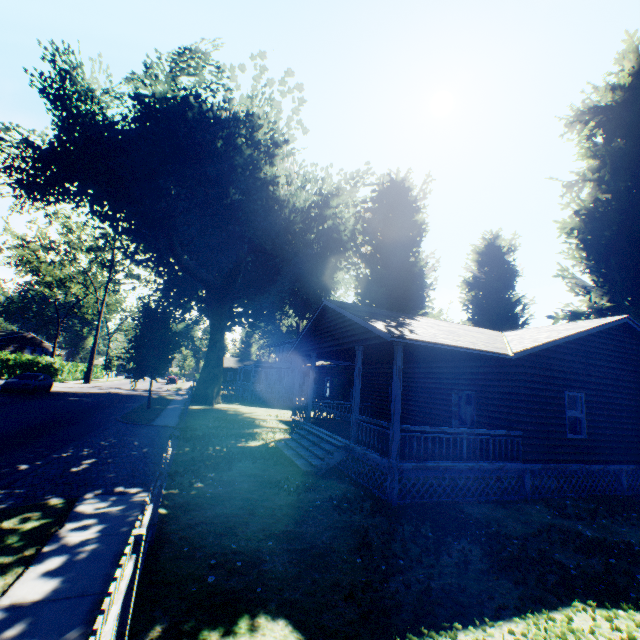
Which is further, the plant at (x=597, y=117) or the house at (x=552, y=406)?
the plant at (x=597, y=117)

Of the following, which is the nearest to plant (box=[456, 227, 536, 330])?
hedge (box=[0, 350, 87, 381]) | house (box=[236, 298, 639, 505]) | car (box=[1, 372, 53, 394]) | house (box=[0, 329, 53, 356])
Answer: house (box=[236, 298, 639, 505])

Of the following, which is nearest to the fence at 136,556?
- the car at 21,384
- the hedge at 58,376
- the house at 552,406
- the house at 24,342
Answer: the house at 552,406

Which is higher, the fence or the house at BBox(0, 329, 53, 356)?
the house at BBox(0, 329, 53, 356)

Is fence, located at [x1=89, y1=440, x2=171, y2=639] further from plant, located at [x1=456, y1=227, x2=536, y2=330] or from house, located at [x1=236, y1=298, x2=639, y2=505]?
house, located at [x1=236, y1=298, x2=639, y2=505]

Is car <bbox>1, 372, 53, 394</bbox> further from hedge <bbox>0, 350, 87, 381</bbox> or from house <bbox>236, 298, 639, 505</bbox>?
house <bbox>236, 298, 639, 505</bbox>

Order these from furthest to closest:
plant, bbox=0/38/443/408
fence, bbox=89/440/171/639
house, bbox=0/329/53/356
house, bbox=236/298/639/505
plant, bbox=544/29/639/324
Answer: house, bbox=0/329/53/356 < plant, bbox=0/38/443/408 < plant, bbox=544/29/639/324 < house, bbox=236/298/639/505 < fence, bbox=89/440/171/639

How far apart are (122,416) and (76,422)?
2.75m
